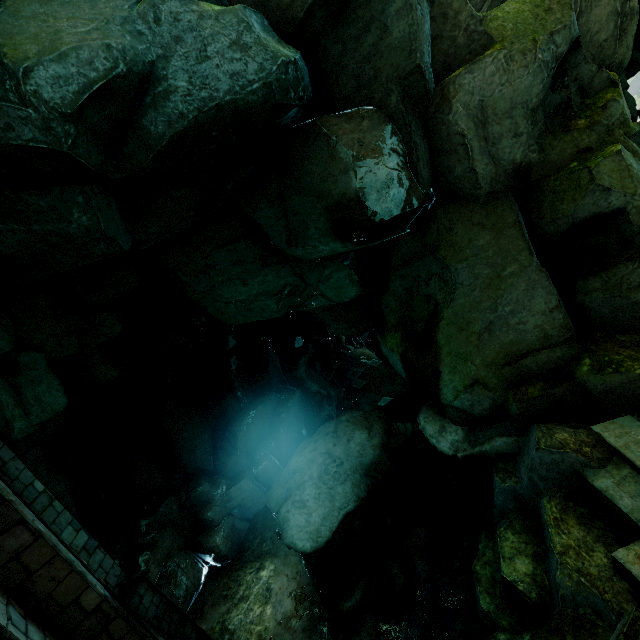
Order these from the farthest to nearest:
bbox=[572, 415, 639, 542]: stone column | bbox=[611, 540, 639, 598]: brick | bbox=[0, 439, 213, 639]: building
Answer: bbox=[572, 415, 639, 542]: stone column, bbox=[611, 540, 639, 598]: brick, bbox=[0, 439, 213, 639]: building

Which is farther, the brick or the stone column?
the stone column

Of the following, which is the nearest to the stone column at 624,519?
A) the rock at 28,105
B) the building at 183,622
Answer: the rock at 28,105

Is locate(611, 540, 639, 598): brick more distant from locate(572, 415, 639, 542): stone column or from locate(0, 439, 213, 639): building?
locate(0, 439, 213, 639): building

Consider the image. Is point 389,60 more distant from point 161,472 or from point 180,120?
point 161,472

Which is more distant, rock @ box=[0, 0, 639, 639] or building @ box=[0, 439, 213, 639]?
rock @ box=[0, 0, 639, 639]

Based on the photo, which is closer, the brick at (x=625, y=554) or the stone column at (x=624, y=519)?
the brick at (x=625, y=554)
